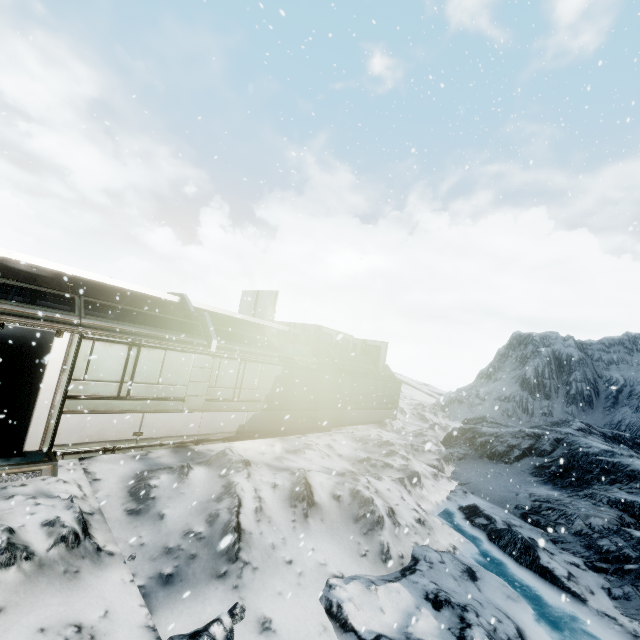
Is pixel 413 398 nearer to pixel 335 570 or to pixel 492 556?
pixel 492 556
